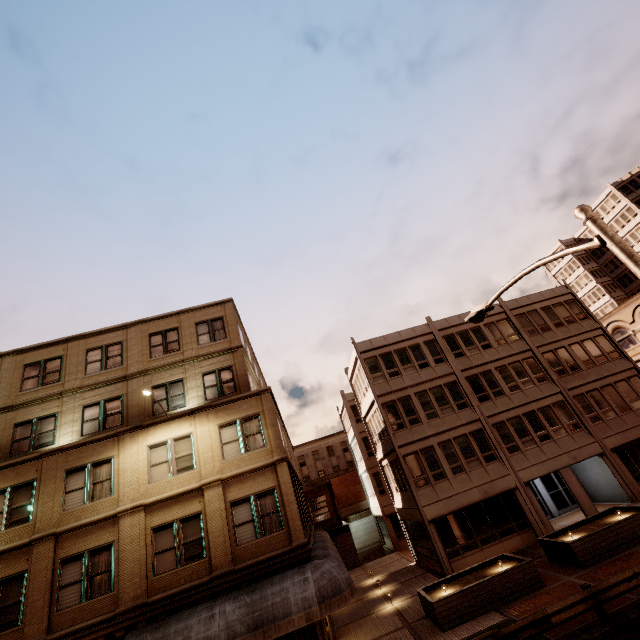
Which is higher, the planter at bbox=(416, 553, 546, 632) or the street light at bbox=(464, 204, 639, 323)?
the street light at bbox=(464, 204, 639, 323)

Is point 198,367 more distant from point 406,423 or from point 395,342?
point 395,342

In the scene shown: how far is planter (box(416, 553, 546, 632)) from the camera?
13.4 meters

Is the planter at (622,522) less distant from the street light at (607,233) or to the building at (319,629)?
the building at (319,629)

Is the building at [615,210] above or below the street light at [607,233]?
above

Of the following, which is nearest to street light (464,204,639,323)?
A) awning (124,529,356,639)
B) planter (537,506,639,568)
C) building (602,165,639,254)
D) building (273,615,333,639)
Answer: building (273,615,333,639)

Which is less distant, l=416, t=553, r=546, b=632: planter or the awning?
the awning

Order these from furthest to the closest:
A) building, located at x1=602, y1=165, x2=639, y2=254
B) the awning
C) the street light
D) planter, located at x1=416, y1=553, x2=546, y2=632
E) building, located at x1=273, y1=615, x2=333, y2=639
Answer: building, located at x1=602, y1=165, x2=639, y2=254 < planter, located at x1=416, y1=553, x2=546, y2=632 < building, located at x1=273, y1=615, x2=333, y2=639 < the awning < the street light
